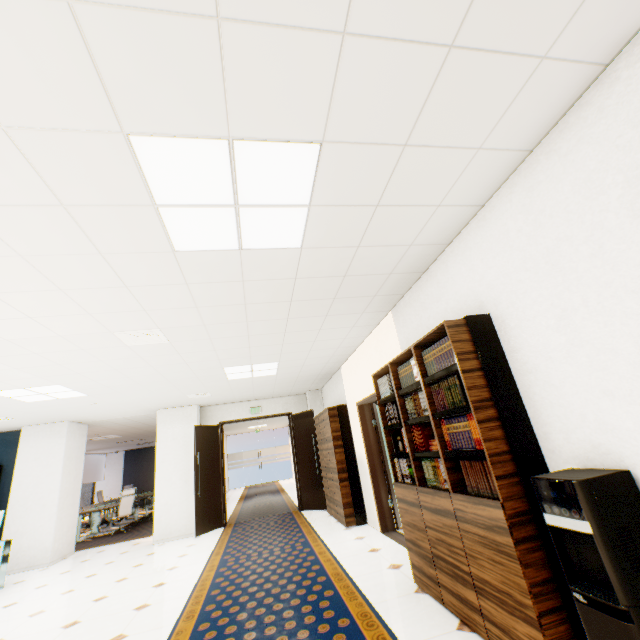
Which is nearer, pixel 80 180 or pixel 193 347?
pixel 80 180

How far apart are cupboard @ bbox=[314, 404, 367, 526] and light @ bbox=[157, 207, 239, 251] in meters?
4.8

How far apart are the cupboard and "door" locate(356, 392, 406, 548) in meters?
0.7 m

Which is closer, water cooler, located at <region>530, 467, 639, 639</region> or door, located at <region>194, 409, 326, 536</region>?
water cooler, located at <region>530, 467, 639, 639</region>

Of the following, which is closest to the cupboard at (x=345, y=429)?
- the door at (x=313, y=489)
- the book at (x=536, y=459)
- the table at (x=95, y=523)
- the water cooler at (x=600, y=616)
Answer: the door at (x=313, y=489)

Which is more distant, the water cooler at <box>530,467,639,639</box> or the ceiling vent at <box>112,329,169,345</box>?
the ceiling vent at <box>112,329,169,345</box>

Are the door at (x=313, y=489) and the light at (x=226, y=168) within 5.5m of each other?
no

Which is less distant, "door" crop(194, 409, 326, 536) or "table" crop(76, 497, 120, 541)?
"door" crop(194, 409, 326, 536)
